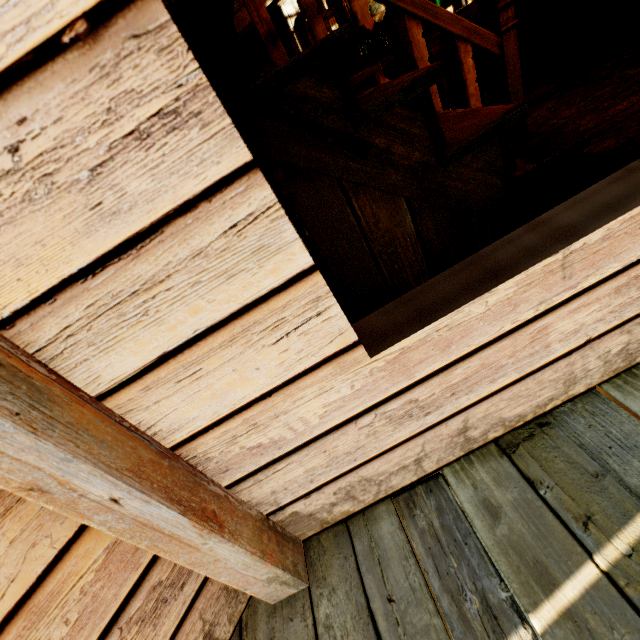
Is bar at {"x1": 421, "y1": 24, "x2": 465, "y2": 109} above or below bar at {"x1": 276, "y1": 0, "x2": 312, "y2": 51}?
below

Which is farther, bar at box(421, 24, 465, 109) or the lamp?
bar at box(421, 24, 465, 109)

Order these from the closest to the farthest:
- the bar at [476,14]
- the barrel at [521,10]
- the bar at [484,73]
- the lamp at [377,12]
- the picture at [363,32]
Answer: the lamp at [377,12], the bar at [476,14], the bar at [484,73], the picture at [363,32], the barrel at [521,10]

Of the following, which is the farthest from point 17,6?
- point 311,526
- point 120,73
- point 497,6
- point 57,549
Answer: point 497,6

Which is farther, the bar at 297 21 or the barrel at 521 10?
the barrel at 521 10

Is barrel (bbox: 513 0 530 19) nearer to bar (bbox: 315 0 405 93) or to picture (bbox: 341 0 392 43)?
bar (bbox: 315 0 405 93)

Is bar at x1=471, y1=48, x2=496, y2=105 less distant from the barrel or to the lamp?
the lamp

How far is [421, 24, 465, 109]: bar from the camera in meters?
4.5 m
